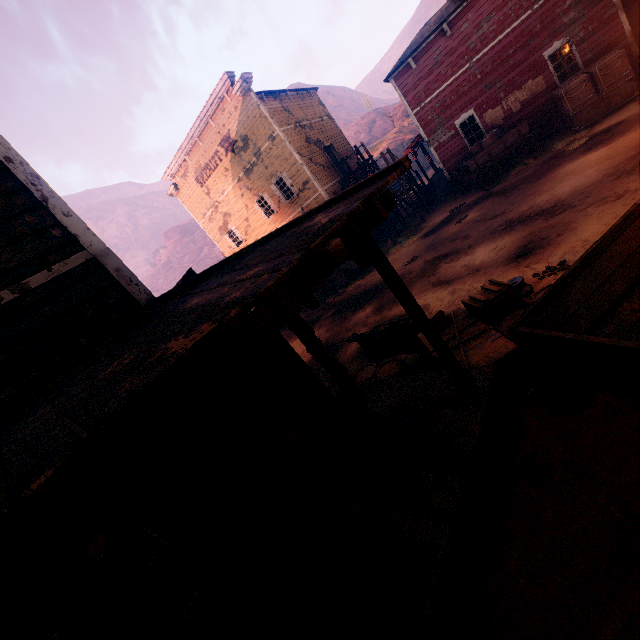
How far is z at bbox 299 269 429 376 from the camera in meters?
9.1 m

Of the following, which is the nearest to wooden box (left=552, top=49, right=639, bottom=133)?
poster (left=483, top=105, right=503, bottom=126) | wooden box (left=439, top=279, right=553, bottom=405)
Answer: poster (left=483, top=105, right=503, bottom=126)

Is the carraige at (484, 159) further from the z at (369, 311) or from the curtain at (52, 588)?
the curtain at (52, 588)

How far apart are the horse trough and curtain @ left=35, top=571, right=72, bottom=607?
6.7m

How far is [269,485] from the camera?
4.0 meters

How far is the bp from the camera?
4.5m

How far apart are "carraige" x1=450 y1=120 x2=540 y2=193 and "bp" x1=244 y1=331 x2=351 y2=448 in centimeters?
1442cm

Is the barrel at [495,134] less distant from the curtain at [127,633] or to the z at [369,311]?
the z at [369,311]
